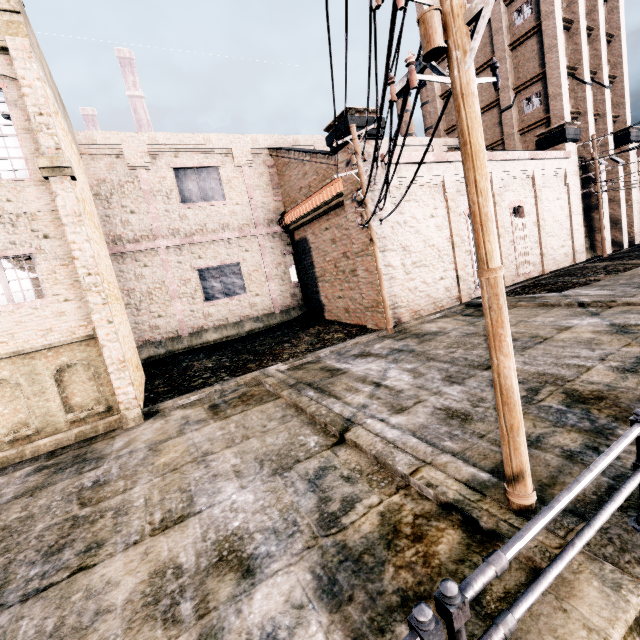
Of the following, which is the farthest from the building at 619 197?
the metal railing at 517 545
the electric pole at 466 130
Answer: the metal railing at 517 545

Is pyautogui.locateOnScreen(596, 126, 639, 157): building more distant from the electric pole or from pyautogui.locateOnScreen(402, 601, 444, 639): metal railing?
pyautogui.locateOnScreen(402, 601, 444, 639): metal railing

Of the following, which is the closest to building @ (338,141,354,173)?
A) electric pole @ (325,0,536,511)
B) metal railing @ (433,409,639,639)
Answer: electric pole @ (325,0,536,511)

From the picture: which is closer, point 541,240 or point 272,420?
point 272,420

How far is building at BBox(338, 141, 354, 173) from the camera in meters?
15.1

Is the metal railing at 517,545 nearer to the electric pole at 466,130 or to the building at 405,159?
the electric pole at 466,130
